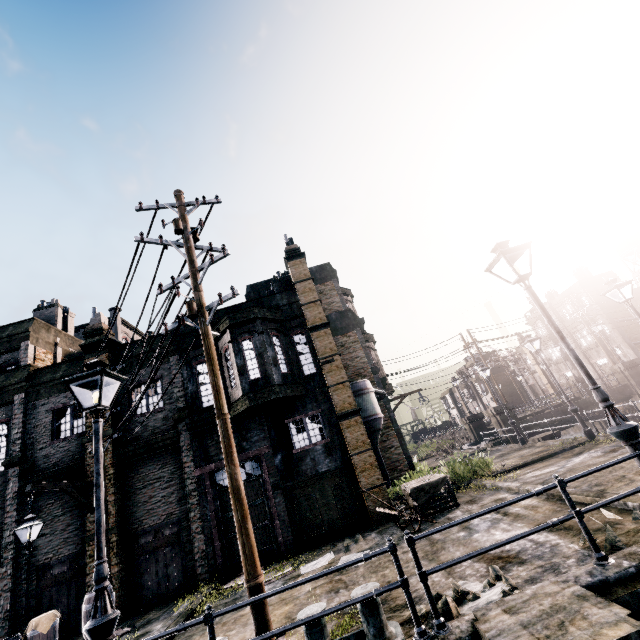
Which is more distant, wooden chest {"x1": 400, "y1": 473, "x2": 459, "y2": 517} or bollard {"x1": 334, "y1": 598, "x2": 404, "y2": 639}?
wooden chest {"x1": 400, "y1": 473, "x2": 459, "y2": 517}

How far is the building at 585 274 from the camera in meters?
43.5 m

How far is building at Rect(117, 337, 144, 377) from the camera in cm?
1622

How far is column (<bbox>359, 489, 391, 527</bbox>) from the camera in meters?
13.0

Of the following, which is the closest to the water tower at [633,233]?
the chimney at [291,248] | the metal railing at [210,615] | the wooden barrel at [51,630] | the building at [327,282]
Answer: the building at [327,282]

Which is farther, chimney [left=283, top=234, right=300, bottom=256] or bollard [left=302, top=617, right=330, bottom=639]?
chimney [left=283, top=234, right=300, bottom=256]

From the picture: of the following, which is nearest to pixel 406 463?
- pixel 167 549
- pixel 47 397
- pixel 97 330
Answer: pixel 167 549

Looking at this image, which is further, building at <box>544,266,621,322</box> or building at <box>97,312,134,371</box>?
building at <box>544,266,621,322</box>
